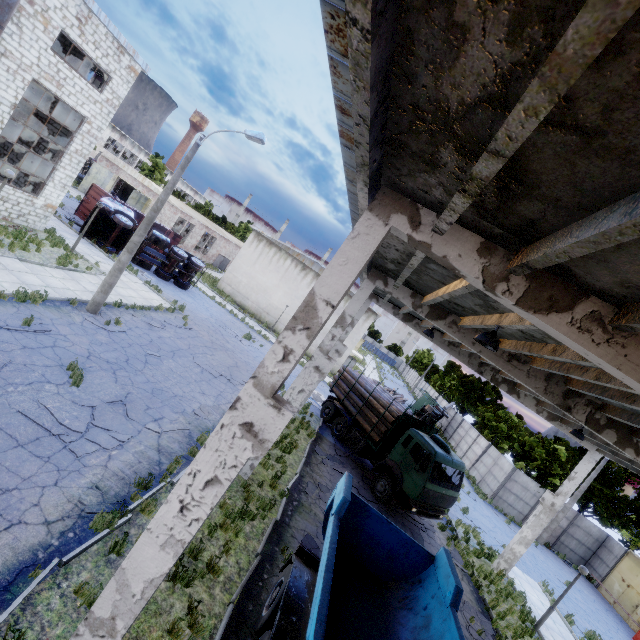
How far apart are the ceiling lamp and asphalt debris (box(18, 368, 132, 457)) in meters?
9.2

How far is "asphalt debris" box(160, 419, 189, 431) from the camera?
10.23m

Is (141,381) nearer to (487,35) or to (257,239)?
(487,35)

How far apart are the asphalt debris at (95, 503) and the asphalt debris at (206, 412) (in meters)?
4.32

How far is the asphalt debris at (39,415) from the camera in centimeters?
768cm

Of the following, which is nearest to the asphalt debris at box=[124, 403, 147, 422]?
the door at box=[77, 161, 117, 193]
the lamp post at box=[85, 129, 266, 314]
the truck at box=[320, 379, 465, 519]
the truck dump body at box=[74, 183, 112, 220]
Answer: the lamp post at box=[85, 129, 266, 314]

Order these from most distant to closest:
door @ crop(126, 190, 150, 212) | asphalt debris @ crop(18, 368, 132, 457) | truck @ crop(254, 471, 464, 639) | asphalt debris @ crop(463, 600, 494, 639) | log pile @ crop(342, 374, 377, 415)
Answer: door @ crop(126, 190, 150, 212) → log pile @ crop(342, 374, 377, 415) → asphalt debris @ crop(463, 600, 494, 639) → asphalt debris @ crop(18, 368, 132, 457) → truck @ crop(254, 471, 464, 639)

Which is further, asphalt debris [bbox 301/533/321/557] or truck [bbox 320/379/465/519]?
truck [bbox 320/379/465/519]
